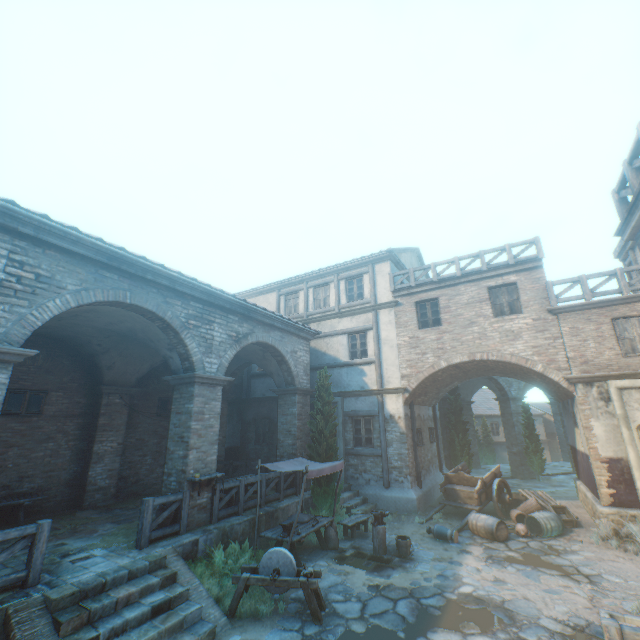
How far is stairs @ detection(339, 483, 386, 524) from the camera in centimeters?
1198cm

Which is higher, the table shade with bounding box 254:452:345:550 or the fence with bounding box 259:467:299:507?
the table shade with bounding box 254:452:345:550

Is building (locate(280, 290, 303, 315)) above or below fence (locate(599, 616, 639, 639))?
above

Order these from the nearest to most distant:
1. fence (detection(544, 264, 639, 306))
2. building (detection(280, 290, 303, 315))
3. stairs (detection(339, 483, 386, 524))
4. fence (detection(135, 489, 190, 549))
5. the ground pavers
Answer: fence (detection(135, 489, 190, 549)) → the ground pavers → fence (detection(544, 264, 639, 306)) → stairs (detection(339, 483, 386, 524)) → building (detection(280, 290, 303, 315))

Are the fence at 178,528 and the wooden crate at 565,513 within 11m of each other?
no

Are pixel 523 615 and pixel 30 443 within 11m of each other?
no

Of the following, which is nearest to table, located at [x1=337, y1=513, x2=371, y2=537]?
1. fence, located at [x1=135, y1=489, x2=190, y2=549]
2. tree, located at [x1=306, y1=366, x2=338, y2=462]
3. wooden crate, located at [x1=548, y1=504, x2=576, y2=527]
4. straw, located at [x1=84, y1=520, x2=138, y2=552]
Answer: tree, located at [x1=306, y1=366, x2=338, y2=462]

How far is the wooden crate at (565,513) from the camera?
10.9 meters
